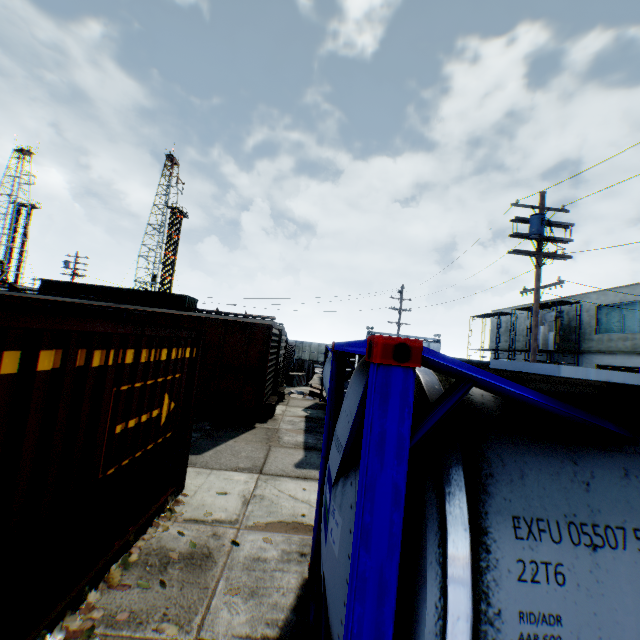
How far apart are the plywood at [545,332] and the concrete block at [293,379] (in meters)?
20.94

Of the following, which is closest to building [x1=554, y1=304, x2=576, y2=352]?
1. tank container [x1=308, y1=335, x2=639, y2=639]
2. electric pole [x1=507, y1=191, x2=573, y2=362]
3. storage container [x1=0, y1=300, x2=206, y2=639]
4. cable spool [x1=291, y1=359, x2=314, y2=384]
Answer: electric pole [x1=507, y1=191, x2=573, y2=362]

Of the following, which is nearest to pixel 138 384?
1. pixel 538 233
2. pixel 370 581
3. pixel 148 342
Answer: pixel 148 342

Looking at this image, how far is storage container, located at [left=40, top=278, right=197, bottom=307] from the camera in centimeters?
2692cm

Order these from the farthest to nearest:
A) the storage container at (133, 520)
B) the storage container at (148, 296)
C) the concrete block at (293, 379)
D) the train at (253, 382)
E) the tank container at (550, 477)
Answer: the storage container at (148, 296)
the concrete block at (293, 379)
the train at (253, 382)
the storage container at (133, 520)
the tank container at (550, 477)

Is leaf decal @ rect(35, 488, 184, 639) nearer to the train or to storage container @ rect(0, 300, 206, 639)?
storage container @ rect(0, 300, 206, 639)

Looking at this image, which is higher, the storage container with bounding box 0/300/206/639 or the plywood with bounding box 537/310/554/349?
the plywood with bounding box 537/310/554/349

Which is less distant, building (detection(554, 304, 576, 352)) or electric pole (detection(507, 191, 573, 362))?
electric pole (detection(507, 191, 573, 362))
